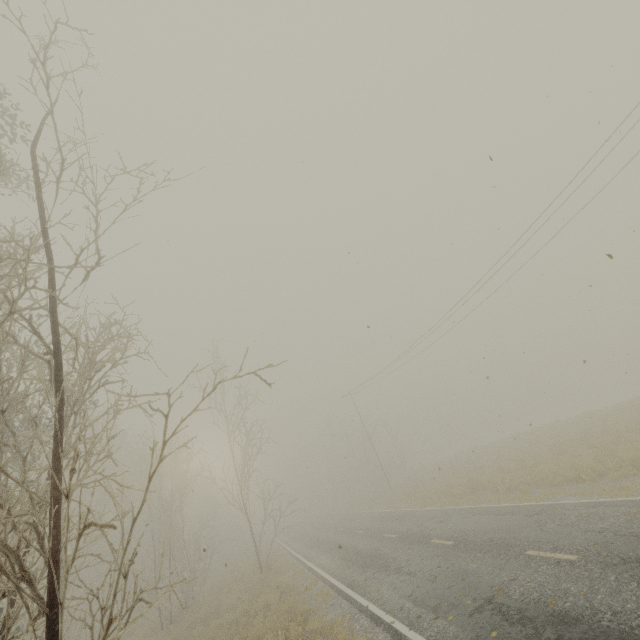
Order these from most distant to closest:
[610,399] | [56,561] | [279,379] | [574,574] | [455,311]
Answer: [610,399] → [455,311] → [279,379] → [574,574] → [56,561]
